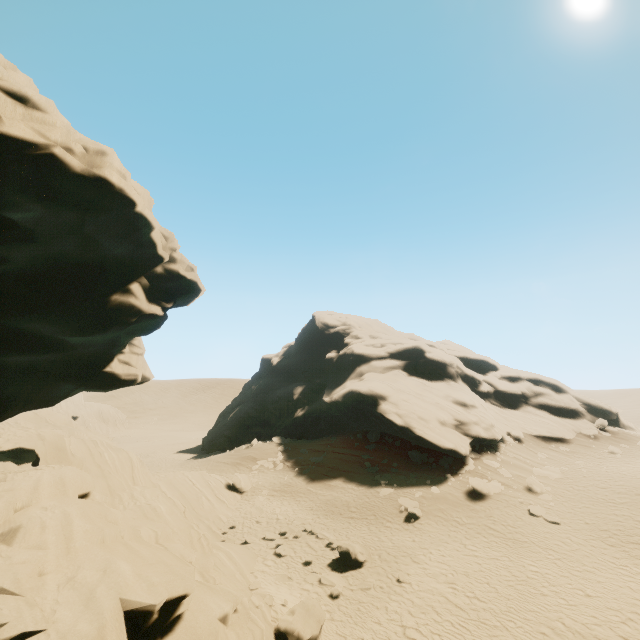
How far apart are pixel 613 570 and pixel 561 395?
28.07m

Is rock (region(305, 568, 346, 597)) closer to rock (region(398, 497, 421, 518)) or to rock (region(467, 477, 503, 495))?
rock (region(398, 497, 421, 518))

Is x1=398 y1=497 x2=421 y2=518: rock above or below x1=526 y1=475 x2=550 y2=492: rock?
below

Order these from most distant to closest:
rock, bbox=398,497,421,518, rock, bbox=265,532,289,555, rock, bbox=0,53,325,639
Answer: rock, bbox=398,497,421,518
rock, bbox=265,532,289,555
rock, bbox=0,53,325,639

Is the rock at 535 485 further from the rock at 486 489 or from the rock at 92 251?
the rock at 92 251

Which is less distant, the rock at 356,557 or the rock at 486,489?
the rock at 356,557

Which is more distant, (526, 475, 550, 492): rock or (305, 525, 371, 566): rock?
(526, 475, 550, 492): rock

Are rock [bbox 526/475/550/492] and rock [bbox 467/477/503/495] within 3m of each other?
yes
